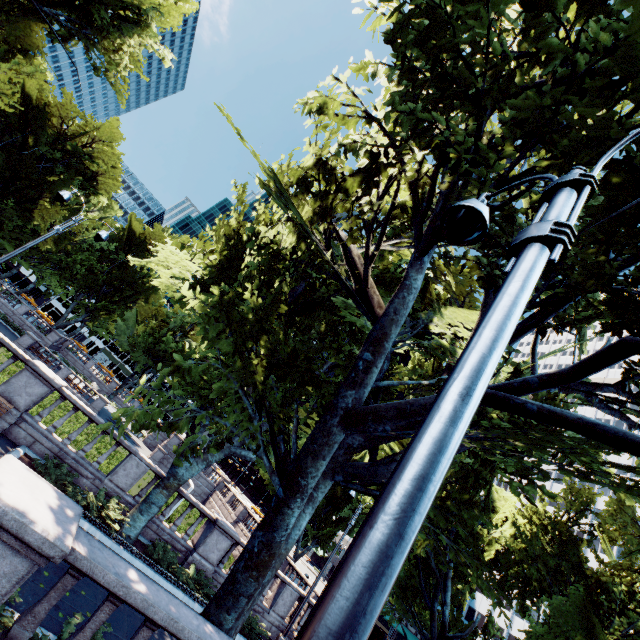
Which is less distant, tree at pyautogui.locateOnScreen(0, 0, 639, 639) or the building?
tree at pyautogui.locateOnScreen(0, 0, 639, 639)

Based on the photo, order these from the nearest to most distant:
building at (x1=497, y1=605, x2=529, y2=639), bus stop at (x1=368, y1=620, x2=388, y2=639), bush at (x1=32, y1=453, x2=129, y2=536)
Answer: bush at (x1=32, y1=453, x2=129, y2=536) → bus stop at (x1=368, y1=620, x2=388, y2=639) → building at (x1=497, y1=605, x2=529, y2=639)

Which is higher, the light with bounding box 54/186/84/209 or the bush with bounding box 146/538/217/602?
the light with bounding box 54/186/84/209

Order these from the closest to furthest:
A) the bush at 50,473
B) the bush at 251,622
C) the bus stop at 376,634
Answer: the bush at 50,473 < the bush at 251,622 < the bus stop at 376,634

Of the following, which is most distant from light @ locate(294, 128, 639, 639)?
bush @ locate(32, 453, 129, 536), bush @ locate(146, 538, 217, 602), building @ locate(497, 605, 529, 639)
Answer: building @ locate(497, 605, 529, 639)

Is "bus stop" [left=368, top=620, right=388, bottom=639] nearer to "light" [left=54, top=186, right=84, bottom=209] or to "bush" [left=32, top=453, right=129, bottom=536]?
"bush" [left=32, top=453, right=129, bottom=536]

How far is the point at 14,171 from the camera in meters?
34.8 m

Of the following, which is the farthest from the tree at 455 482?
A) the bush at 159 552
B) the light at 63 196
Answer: the light at 63 196
